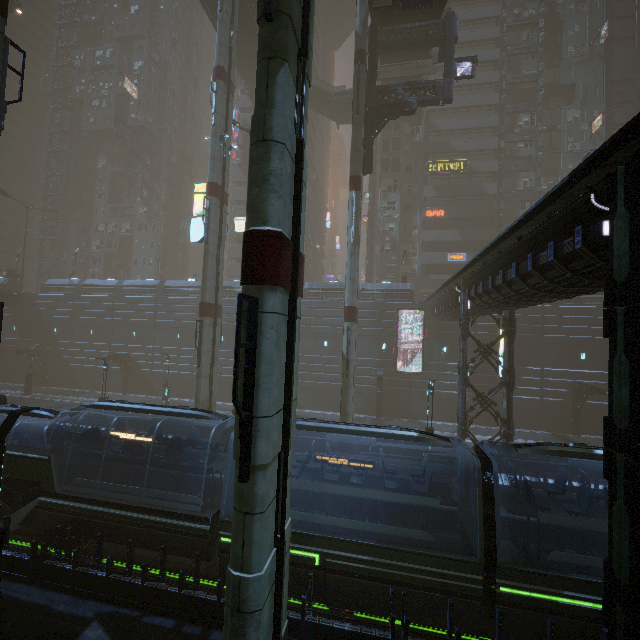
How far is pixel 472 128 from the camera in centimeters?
4222cm

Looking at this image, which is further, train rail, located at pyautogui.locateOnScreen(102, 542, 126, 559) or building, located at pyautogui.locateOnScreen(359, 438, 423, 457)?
building, located at pyautogui.locateOnScreen(359, 438, 423, 457)

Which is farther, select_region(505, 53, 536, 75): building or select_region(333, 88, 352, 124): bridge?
select_region(505, 53, 536, 75): building

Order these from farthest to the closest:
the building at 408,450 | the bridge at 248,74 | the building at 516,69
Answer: the building at 516,69, the bridge at 248,74, the building at 408,450

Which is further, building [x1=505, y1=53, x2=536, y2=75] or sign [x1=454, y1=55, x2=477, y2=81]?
building [x1=505, y1=53, x2=536, y2=75]

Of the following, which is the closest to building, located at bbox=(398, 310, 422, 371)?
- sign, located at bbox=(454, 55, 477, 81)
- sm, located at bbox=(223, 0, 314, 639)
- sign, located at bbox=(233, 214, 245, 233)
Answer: sign, located at bbox=(233, 214, 245, 233)

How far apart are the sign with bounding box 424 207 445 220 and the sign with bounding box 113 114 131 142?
49.7 meters

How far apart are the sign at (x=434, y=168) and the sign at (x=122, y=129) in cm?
4833
